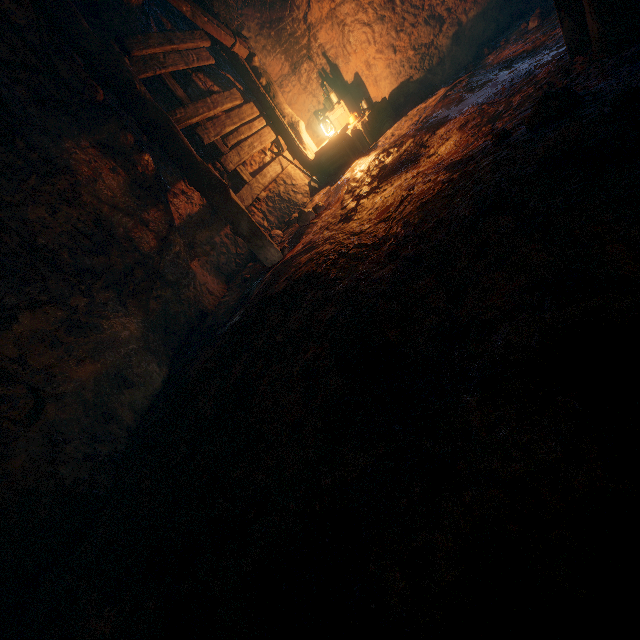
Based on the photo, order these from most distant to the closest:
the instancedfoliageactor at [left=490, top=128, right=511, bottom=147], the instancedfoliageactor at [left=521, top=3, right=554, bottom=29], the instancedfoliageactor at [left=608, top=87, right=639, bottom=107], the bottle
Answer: the bottle < the instancedfoliageactor at [left=521, top=3, right=554, bottom=29] < the instancedfoliageactor at [left=490, top=128, right=511, bottom=147] < the instancedfoliageactor at [left=608, top=87, right=639, bottom=107]

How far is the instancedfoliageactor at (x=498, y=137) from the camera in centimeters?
237cm

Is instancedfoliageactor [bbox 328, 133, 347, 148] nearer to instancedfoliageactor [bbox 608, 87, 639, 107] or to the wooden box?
the wooden box

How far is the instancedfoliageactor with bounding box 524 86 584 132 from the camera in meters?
2.0

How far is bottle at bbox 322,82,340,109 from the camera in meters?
7.0

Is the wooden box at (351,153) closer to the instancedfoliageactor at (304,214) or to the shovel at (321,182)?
the shovel at (321,182)

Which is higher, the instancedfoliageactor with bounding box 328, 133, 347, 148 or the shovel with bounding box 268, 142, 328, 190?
the instancedfoliageactor with bounding box 328, 133, 347, 148

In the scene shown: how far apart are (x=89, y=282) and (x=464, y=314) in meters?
4.0
